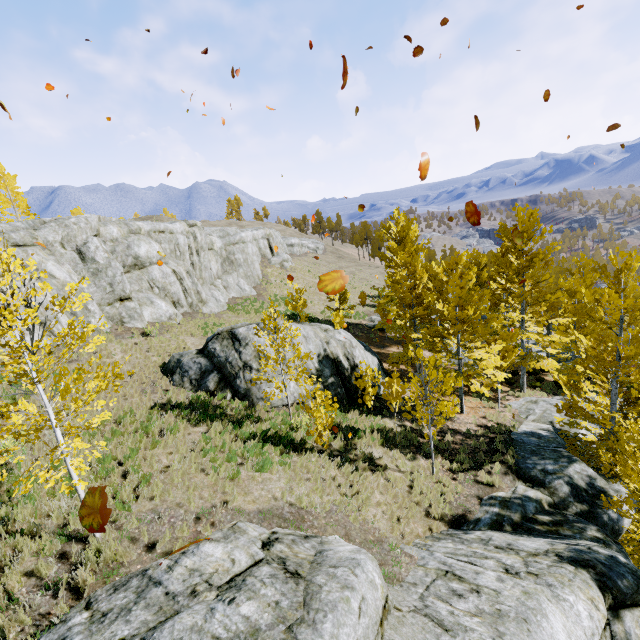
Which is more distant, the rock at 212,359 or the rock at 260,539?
the rock at 212,359

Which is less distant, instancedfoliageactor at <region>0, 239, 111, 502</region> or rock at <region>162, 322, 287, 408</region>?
instancedfoliageactor at <region>0, 239, 111, 502</region>

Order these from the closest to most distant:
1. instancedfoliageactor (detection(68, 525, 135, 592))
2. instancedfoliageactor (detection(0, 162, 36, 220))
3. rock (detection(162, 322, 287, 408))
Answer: instancedfoliageactor (detection(68, 525, 135, 592)) → rock (detection(162, 322, 287, 408)) → instancedfoliageactor (detection(0, 162, 36, 220))

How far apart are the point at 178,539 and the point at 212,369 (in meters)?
7.97

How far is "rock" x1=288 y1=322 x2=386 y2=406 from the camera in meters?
15.0 m

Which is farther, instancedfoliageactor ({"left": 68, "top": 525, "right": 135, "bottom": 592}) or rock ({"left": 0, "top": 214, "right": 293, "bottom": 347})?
rock ({"left": 0, "top": 214, "right": 293, "bottom": 347})

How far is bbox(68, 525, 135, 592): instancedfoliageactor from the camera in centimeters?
569cm

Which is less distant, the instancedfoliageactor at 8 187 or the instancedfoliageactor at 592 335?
the instancedfoliageactor at 592 335
